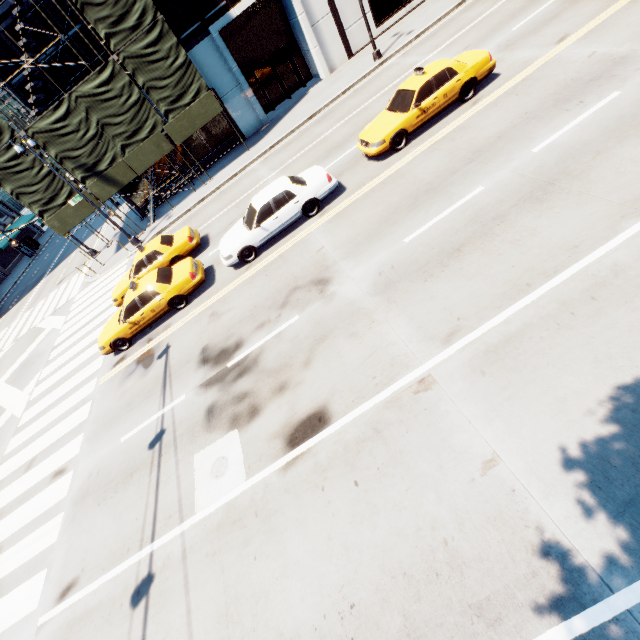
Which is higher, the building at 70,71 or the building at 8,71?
the building at 8,71

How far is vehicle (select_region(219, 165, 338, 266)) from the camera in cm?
1156

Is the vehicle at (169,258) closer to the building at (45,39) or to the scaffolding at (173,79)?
the scaffolding at (173,79)

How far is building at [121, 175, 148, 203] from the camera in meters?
24.1 m

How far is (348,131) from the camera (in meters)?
15.72

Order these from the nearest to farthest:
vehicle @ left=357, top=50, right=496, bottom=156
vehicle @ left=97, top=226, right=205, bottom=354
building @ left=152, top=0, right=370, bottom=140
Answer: vehicle @ left=357, top=50, right=496, bottom=156, vehicle @ left=97, top=226, right=205, bottom=354, building @ left=152, top=0, right=370, bottom=140

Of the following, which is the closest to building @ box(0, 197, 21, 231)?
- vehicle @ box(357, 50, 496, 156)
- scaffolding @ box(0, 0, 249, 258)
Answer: scaffolding @ box(0, 0, 249, 258)
